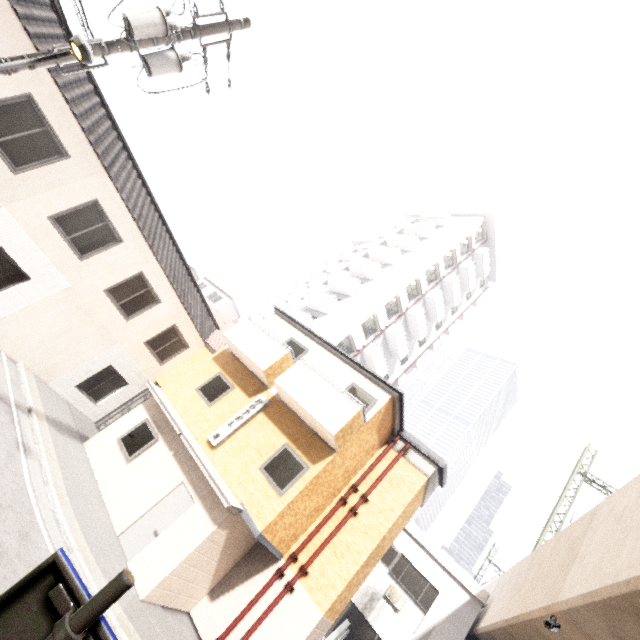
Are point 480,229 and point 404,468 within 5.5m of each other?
no

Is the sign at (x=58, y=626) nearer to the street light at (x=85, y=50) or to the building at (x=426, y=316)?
the street light at (x=85, y=50)

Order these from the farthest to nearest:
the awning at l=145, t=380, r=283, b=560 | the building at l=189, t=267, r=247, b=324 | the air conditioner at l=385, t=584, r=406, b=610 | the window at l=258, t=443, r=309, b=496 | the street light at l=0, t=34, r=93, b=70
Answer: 1. the building at l=189, t=267, r=247, b=324
2. the air conditioner at l=385, t=584, r=406, b=610
3. the window at l=258, t=443, r=309, b=496
4. the awning at l=145, t=380, r=283, b=560
5. the street light at l=0, t=34, r=93, b=70

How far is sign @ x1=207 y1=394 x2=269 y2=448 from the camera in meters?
10.9

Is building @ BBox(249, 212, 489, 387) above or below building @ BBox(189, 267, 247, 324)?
above

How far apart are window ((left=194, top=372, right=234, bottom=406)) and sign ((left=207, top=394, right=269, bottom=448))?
1.1m

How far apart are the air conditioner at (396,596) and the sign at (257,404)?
10.61m

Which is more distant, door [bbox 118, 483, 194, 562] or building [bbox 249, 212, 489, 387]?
building [bbox 249, 212, 489, 387]
